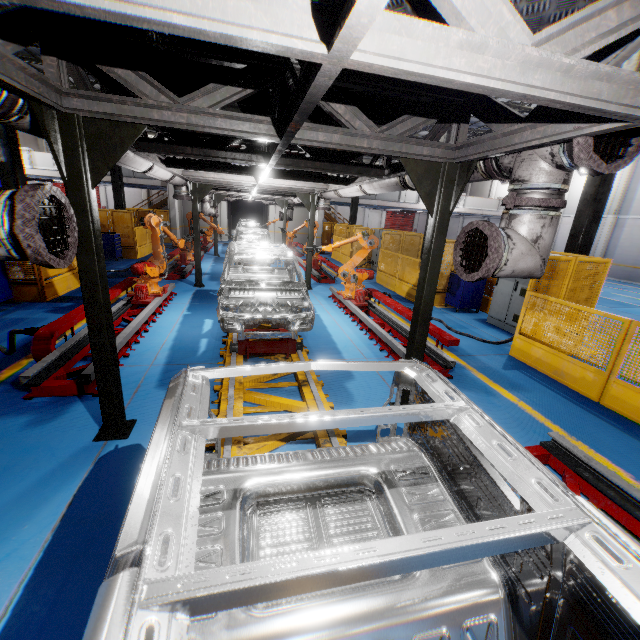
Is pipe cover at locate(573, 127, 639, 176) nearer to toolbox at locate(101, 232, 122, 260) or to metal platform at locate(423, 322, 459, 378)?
metal platform at locate(423, 322, 459, 378)

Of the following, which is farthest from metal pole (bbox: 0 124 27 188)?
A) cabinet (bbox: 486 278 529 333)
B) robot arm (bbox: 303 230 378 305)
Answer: cabinet (bbox: 486 278 529 333)

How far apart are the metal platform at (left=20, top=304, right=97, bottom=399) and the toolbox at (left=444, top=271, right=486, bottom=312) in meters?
8.7 m

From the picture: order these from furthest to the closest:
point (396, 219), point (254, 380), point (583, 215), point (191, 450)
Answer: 1. point (396, 219)
2. point (583, 215)
3. point (254, 380)
4. point (191, 450)

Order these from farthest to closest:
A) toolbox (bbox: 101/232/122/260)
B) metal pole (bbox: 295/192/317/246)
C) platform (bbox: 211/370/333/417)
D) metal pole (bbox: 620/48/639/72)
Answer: toolbox (bbox: 101/232/122/260) < metal pole (bbox: 295/192/317/246) < metal pole (bbox: 620/48/639/72) < platform (bbox: 211/370/333/417)

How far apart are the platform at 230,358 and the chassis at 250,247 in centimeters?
1cm

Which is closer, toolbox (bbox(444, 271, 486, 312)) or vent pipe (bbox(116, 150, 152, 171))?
vent pipe (bbox(116, 150, 152, 171))

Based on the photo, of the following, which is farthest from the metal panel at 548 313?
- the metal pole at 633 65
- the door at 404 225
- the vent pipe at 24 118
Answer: the door at 404 225
